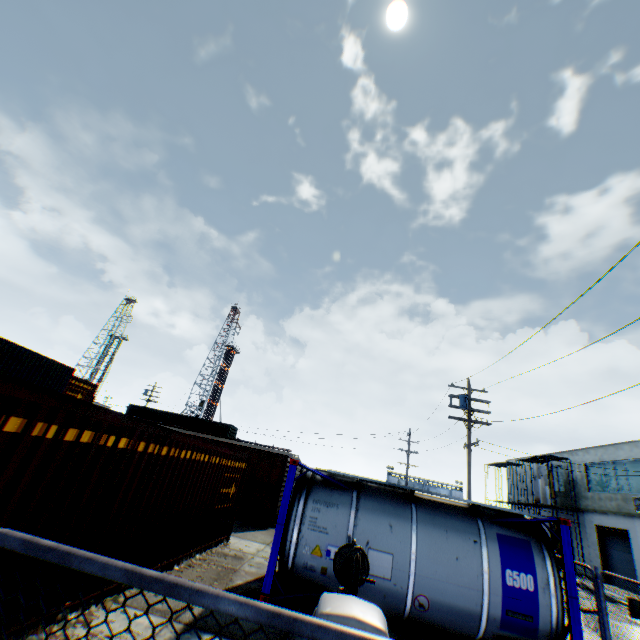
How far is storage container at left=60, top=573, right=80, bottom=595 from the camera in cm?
483

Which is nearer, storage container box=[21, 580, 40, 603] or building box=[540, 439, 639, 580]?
storage container box=[21, 580, 40, 603]

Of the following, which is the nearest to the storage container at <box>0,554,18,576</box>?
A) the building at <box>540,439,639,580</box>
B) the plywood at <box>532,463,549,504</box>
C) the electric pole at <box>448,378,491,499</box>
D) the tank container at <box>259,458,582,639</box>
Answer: the tank container at <box>259,458,582,639</box>

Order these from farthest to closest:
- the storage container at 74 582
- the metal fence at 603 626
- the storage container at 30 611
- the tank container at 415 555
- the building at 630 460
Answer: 1. the building at 630 460
2. the tank container at 415 555
3. the metal fence at 603 626
4. the storage container at 74 582
5. the storage container at 30 611

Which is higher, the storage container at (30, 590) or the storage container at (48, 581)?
the storage container at (48, 581)

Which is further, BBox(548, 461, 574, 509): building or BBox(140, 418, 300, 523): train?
BBox(548, 461, 574, 509): building

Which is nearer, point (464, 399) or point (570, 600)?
point (570, 600)

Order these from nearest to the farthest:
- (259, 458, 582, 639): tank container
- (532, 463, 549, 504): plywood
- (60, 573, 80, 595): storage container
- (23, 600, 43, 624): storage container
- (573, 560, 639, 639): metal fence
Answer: (23, 600, 43, 624): storage container, (60, 573, 80, 595): storage container, (573, 560, 639, 639): metal fence, (259, 458, 582, 639): tank container, (532, 463, 549, 504): plywood
